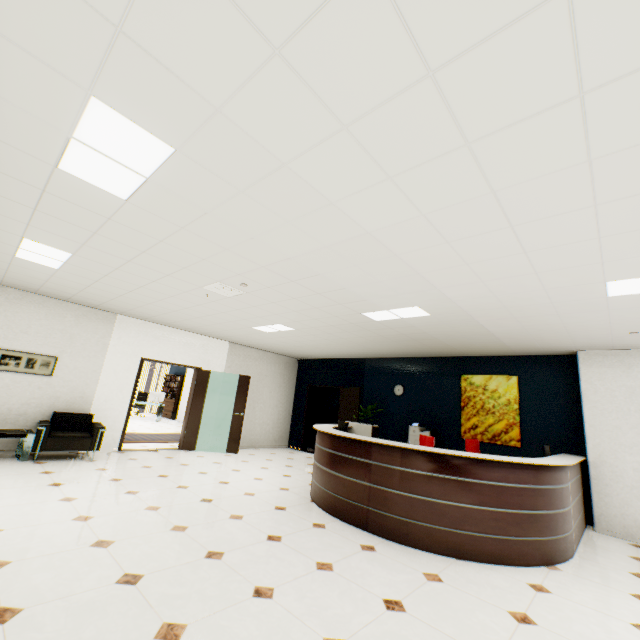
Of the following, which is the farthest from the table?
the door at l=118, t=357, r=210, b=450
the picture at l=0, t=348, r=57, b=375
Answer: the door at l=118, t=357, r=210, b=450

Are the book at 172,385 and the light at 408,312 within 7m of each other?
no

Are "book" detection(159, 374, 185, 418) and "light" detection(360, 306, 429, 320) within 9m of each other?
no

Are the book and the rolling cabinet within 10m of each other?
no

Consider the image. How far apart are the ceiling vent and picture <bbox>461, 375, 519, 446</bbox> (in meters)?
5.53

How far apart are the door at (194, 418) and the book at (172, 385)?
8.50m

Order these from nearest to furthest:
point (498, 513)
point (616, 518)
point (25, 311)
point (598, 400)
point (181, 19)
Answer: point (181, 19), point (498, 513), point (616, 518), point (598, 400), point (25, 311)

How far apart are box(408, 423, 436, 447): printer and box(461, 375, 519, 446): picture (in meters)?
0.57
